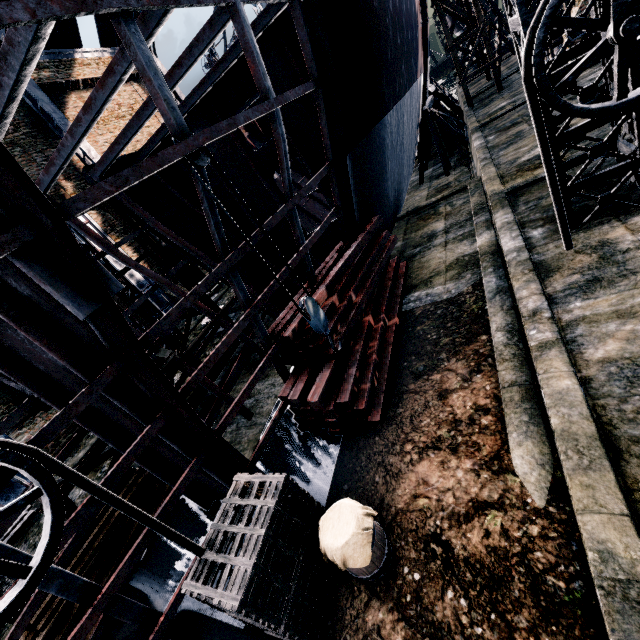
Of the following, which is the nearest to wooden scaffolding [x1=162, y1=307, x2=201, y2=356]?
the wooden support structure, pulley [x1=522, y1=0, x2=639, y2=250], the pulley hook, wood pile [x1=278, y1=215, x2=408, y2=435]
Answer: the wooden support structure

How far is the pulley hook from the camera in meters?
5.4

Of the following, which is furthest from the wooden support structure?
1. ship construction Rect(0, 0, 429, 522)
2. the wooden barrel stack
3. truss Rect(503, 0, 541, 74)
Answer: the wooden barrel stack

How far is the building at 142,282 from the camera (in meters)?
22.40

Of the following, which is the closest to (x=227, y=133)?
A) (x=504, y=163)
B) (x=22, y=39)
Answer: (x=22, y=39)

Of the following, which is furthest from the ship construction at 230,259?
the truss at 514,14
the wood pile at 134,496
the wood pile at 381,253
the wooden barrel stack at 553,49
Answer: the wooden barrel stack at 553,49

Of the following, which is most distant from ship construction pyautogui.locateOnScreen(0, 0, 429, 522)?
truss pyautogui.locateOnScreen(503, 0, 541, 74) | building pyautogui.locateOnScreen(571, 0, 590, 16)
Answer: building pyautogui.locateOnScreen(571, 0, 590, 16)

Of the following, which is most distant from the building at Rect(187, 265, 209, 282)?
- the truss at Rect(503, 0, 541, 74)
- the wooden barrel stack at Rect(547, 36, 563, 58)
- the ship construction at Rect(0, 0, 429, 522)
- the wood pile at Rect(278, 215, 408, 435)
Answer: the wood pile at Rect(278, 215, 408, 435)
